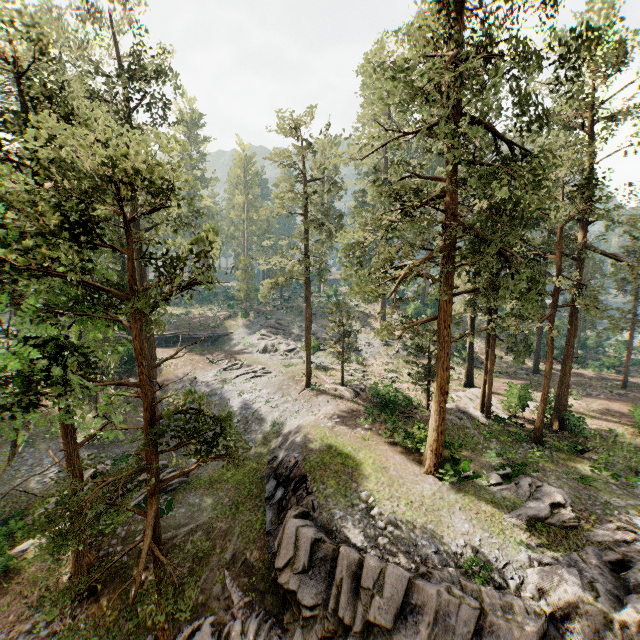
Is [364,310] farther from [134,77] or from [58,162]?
[58,162]

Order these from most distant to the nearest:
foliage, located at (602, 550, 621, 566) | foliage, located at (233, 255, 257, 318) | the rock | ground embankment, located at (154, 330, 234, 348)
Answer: foliage, located at (233, 255, 257, 318), ground embankment, located at (154, 330, 234, 348), foliage, located at (602, 550, 621, 566), the rock

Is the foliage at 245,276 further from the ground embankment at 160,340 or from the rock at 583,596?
the ground embankment at 160,340

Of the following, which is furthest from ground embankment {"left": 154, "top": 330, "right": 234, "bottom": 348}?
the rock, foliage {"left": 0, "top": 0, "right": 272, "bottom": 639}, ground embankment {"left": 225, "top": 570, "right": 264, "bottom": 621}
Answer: the rock

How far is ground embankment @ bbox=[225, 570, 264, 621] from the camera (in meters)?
13.92

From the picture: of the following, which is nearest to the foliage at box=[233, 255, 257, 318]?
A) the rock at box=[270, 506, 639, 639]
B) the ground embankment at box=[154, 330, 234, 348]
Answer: the rock at box=[270, 506, 639, 639]

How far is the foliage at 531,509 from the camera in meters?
15.5

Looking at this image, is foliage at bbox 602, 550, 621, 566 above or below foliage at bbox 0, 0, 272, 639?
below
